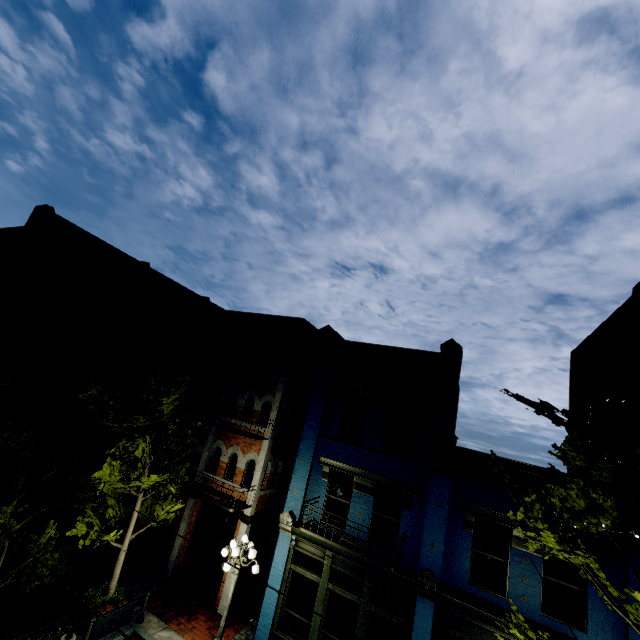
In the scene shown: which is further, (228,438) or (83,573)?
(228,438)

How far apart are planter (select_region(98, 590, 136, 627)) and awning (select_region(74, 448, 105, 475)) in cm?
589

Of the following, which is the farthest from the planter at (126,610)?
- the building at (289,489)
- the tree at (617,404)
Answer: the building at (289,489)

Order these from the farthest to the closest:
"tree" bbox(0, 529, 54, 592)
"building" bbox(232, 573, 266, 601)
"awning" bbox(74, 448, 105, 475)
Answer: "awning" bbox(74, 448, 105, 475) < "building" bbox(232, 573, 266, 601) < "tree" bbox(0, 529, 54, 592)

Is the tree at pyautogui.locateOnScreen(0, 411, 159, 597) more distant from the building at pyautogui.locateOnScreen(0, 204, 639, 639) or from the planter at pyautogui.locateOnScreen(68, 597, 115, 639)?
the planter at pyautogui.locateOnScreen(68, 597, 115, 639)

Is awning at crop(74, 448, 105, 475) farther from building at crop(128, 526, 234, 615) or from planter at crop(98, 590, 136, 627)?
planter at crop(98, 590, 136, 627)

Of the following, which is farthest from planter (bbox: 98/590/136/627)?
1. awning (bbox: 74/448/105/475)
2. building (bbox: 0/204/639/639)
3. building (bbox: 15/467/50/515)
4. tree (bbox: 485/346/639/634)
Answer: building (bbox: 15/467/50/515)
